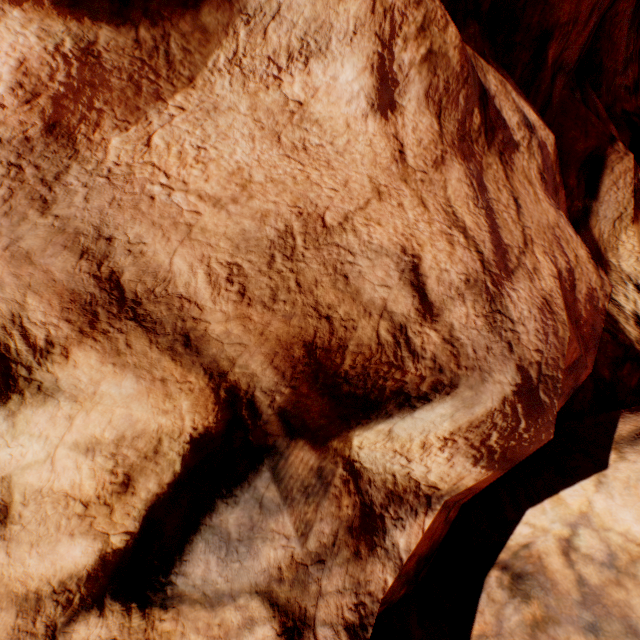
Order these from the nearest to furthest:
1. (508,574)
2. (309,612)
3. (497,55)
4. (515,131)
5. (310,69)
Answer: (309,612), (310,69), (508,574), (515,131), (497,55)
